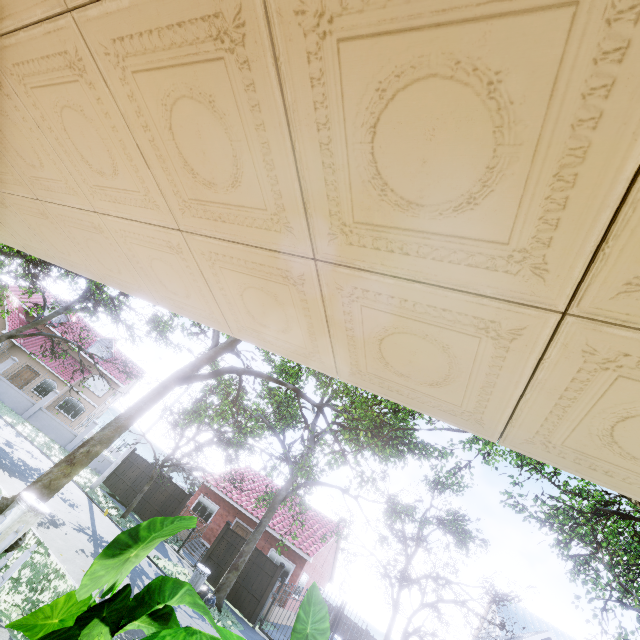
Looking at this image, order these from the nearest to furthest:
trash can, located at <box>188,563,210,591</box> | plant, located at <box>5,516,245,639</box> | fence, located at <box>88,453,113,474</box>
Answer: plant, located at <box>5,516,245,639</box>, trash can, located at <box>188,563,210,591</box>, fence, located at <box>88,453,113,474</box>

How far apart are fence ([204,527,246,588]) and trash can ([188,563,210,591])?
3.40m

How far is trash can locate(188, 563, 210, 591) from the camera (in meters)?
12.95

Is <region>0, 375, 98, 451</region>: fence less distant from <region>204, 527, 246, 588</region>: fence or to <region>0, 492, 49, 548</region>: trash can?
<region>204, 527, 246, 588</region>: fence

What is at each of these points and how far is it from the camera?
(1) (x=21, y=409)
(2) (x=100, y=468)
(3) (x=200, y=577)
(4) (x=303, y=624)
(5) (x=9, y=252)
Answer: (1) fence, 23.0 meters
(2) fence, 24.1 meters
(3) trash can, 13.0 meters
(4) plant, 2.0 meters
(5) tree, 14.0 meters

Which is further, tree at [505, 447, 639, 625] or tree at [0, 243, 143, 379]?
tree at [0, 243, 143, 379]

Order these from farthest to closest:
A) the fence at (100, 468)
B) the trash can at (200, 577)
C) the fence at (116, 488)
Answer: the fence at (100, 468) → the fence at (116, 488) → the trash can at (200, 577)

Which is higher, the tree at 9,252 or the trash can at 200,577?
the tree at 9,252
